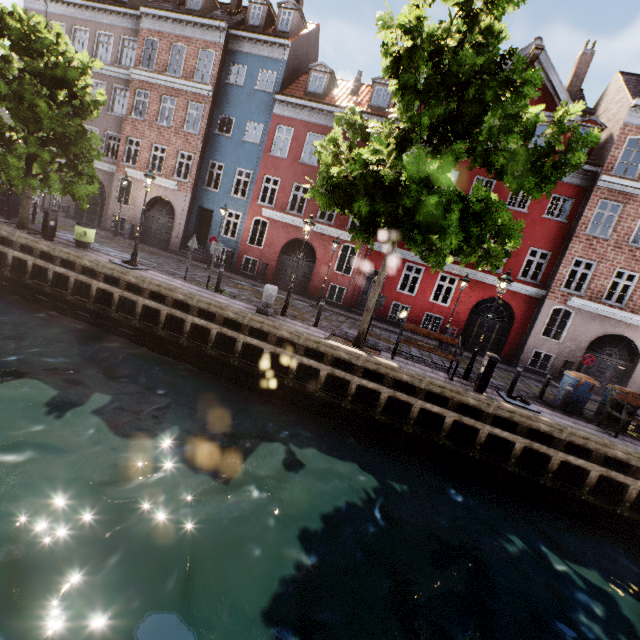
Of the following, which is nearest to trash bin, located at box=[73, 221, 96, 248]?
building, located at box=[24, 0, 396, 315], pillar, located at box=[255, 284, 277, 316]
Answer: building, located at box=[24, 0, 396, 315]

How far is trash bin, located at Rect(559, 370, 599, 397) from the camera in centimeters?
1091cm

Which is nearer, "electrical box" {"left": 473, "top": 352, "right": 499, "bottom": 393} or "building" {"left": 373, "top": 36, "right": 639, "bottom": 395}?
"electrical box" {"left": 473, "top": 352, "right": 499, "bottom": 393}

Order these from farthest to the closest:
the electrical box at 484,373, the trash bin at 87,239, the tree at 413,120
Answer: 1. the trash bin at 87,239
2. the electrical box at 484,373
3. the tree at 413,120

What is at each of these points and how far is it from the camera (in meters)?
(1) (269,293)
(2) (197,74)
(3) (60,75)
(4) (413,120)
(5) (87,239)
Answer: (1) pillar, 11.46
(2) building, 25.89
(3) tree, 11.62
(4) tree, 8.59
(5) trash bin, 13.55

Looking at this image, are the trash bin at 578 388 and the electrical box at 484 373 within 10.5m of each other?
yes

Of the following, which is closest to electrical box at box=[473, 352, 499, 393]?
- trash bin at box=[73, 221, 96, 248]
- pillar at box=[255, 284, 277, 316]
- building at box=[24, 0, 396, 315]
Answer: pillar at box=[255, 284, 277, 316]

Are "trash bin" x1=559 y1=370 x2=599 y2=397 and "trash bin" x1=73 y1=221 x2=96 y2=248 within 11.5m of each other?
no
